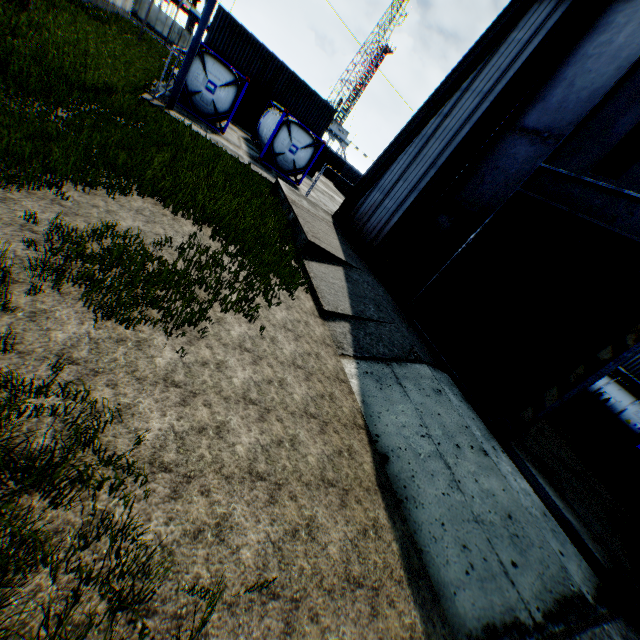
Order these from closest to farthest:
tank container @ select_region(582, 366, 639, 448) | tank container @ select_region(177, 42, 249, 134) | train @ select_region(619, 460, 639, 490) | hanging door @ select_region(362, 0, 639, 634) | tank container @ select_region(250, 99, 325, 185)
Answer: hanging door @ select_region(362, 0, 639, 634) → train @ select_region(619, 460, 639, 490) → tank container @ select_region(177, 42, 249, 134) → tank container @ select_region(582, 366, 639, 448) → tank container @ select_region(250, 99, 325, 185)

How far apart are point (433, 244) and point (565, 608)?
9.4 meters

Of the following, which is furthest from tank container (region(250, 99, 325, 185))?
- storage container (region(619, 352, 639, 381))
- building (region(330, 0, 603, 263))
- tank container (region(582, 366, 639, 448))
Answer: storage container (region(619, 352, 639, 381))

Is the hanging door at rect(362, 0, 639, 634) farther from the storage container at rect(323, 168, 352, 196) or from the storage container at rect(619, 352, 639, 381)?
the storage container at rect(619, 352, 639, 381)

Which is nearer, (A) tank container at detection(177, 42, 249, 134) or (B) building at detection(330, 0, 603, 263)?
(B) building at detection(330, 0, 603, 263)

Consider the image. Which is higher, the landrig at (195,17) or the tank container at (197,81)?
the landrig at (195,17)

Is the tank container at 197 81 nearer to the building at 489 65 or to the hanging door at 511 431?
the building at 489 65

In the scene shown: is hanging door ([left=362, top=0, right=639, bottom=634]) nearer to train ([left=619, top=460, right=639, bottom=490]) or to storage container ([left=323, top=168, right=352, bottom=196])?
train ([left=619, top=460, right=639, bottom=490])
